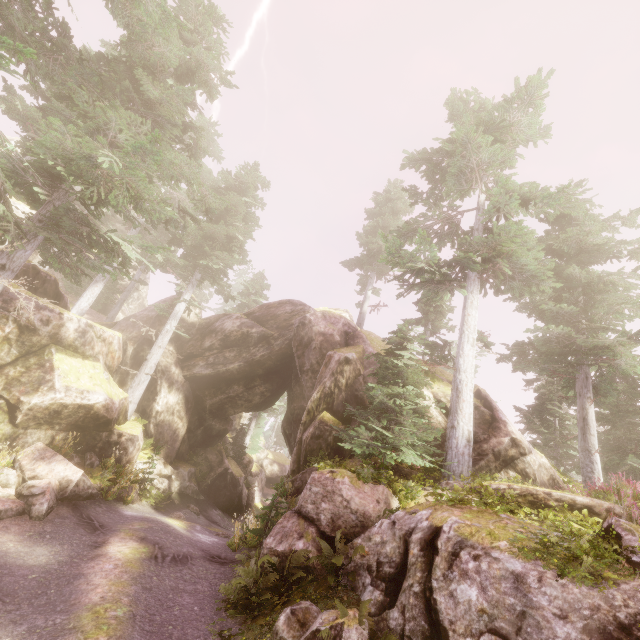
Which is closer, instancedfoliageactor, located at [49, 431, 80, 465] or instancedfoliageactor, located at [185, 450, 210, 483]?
instancedfoliageactor, located at [49, 431, 80, 465]

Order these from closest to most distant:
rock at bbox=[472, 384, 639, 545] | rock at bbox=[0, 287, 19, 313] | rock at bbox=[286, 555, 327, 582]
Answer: rock at bbox=[472, 384, 639, 545] < rock at bbox=[286, 555, 327, 582] < rock at bbox=[0, 287, 19, 313]

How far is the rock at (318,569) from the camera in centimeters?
815cm

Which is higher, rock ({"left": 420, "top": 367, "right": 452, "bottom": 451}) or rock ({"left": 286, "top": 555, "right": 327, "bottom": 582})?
rock ({"left": 420, "top": 367, "right": 452, "bottom": 451})

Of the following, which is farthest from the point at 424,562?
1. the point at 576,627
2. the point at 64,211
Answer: the point at 64,211

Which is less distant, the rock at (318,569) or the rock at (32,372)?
the rock at (32,372)
